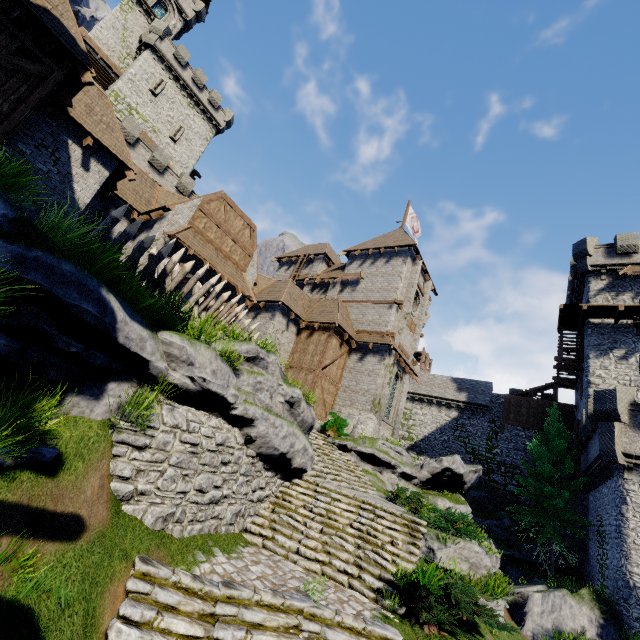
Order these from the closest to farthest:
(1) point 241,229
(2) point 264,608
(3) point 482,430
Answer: (2) point 264,608
(1) point 241,229
(3) point 482,430

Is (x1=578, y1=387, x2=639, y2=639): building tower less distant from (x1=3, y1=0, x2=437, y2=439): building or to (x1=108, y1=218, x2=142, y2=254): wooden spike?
(x1=3, y1=0, x2=437, y2=439): building

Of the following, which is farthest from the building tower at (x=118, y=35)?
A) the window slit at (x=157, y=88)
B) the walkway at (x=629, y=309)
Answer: the walkway at (x=629, y=309)

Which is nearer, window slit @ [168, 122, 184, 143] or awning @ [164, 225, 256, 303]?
awning @ [164, 225, 256, 303]

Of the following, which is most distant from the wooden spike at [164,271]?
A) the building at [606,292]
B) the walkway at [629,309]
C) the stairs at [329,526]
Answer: the building at [606,292]

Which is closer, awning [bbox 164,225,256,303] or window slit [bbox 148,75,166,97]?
awning [bbox 164,225,256,303]

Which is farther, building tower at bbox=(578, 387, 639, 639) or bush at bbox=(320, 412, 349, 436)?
bush at bbox=(320, 412, 349, 436)

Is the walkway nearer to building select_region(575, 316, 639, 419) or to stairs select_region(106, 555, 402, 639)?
building select_region(575, 316, 639, 419)
